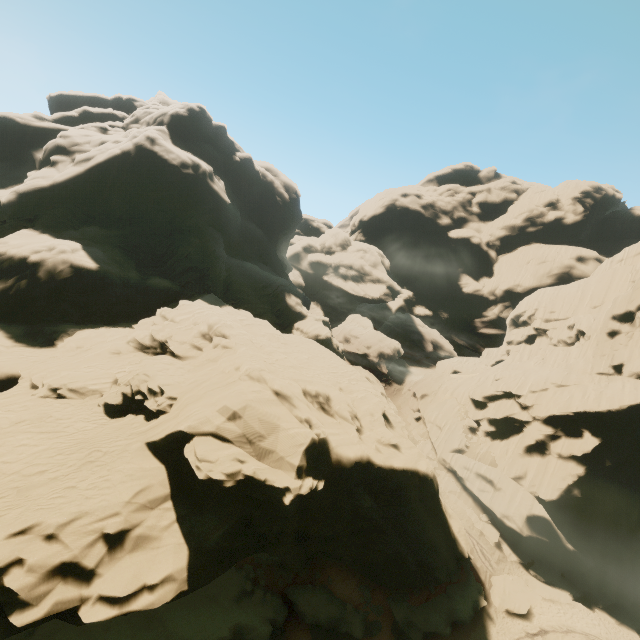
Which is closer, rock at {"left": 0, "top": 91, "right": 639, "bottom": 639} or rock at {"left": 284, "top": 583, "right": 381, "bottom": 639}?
rock at {"left": 0, "top": 91, "right": 639, "bottom": 639}

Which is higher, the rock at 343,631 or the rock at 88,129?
the rock at 88,129

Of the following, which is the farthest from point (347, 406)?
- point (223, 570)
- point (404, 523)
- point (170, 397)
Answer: point (223, 570)

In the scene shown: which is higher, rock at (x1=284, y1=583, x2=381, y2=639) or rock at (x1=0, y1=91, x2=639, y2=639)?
rock at (x1=0, y1=91, x2=639, y2=639)

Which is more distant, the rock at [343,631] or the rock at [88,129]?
the rock at [343,631]
